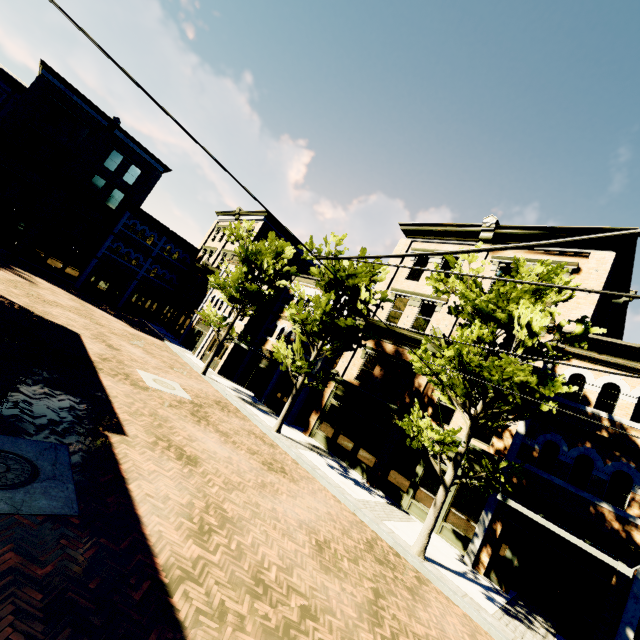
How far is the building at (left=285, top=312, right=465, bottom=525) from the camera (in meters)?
14.57

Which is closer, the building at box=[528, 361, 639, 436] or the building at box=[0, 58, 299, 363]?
the building at box=[528, 361, 639, 436]

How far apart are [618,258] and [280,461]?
17.4 meters

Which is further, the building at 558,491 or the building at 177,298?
the building at 177,298

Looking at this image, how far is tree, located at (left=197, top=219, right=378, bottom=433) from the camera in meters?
15.4

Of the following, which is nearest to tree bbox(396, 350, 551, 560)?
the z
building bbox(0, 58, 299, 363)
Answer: the z

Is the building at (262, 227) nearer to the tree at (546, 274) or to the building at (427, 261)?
the building at (427, 261)

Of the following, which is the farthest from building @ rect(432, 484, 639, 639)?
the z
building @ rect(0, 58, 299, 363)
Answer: building @ rect(0, 58, 299, 363)
